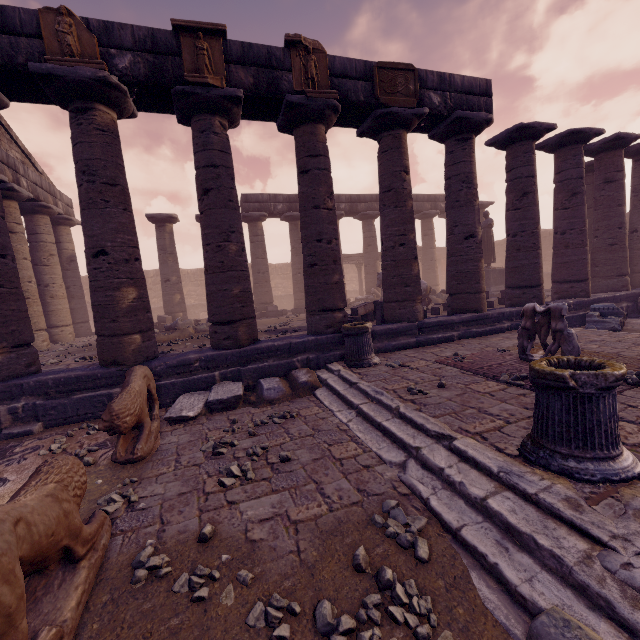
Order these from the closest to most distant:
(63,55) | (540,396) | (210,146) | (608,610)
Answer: (608,610) < (540,396) < (63,55) < (210,146)

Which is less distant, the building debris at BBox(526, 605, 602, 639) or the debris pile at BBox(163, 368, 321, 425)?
the building debris at BBox(526, 605, 602, 639)

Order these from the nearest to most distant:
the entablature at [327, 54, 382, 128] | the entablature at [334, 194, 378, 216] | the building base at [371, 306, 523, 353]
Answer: the entablature at [327, 54, 382, 128]
the building base at [371, 306, 523, 353]
the entablature at [334, 194, 378, 216]

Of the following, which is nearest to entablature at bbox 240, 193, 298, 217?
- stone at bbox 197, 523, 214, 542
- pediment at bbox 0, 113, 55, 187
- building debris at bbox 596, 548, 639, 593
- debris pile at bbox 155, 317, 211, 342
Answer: pediment at bbox 0, 113, 55, 187

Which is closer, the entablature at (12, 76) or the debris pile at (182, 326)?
the entablature at (12, 76)

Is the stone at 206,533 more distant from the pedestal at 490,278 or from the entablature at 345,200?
the pedestal at 490,278

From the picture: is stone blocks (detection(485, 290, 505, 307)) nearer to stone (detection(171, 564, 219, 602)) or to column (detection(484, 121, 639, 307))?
A: column (detection(484, 121, 639, 307))

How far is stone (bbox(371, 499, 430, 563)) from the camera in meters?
2.5 m
